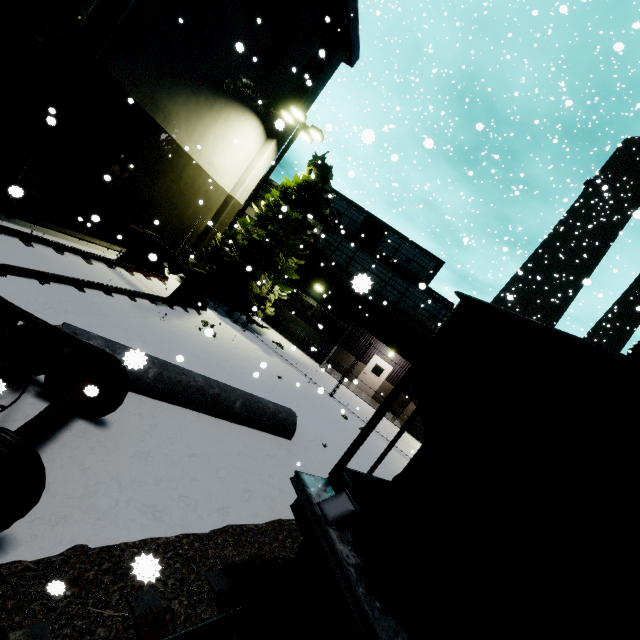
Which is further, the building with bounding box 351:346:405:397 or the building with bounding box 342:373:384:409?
the building with bounding box 351:346:405:397

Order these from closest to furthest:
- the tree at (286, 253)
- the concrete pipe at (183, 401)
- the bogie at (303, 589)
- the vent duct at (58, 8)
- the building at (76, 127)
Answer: the bogie at (303, 589)
the concrete pipe at (183, 401)
the vent duct at (58, 8)
the building at (76, 127)
the tree at (286, 253)

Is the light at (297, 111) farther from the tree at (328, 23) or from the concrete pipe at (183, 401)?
the concrete pipe at (183, 401)

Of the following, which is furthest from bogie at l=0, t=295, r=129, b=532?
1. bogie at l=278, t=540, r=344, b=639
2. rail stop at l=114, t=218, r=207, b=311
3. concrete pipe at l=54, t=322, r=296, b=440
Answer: bogie at l=278, t=540, r=344, b=639

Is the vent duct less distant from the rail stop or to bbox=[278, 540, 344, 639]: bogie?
the rail stop

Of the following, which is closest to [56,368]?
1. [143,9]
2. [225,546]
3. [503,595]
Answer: [225,546]

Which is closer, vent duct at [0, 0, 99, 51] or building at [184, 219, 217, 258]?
vent duct at [0, 0, 99, 51]

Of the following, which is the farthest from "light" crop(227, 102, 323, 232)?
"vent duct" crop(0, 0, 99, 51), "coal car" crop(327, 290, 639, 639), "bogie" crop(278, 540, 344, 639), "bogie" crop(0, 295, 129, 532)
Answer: "bogie" crop(278, 540, 344, 639)
